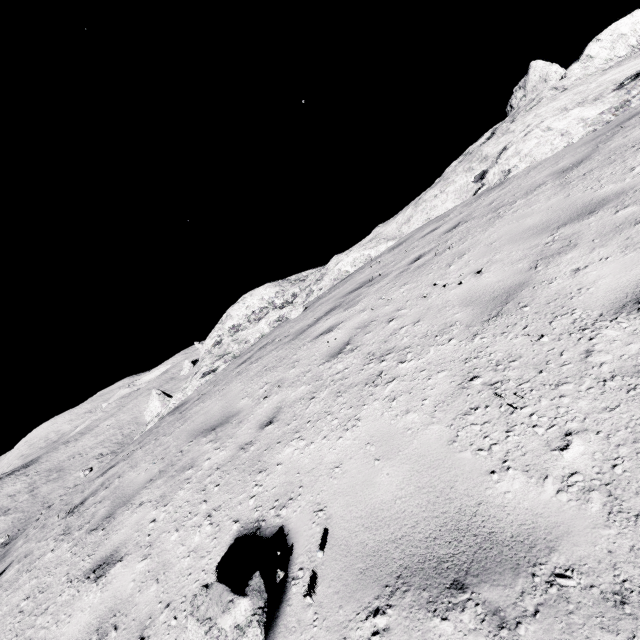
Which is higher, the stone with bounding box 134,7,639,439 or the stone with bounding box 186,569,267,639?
the stone with bounding box 134,7,639,439

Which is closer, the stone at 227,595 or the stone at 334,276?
the stone at 227,595

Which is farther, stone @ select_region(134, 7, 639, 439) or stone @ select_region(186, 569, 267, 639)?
stone @ select_region(134, 7, 639, 439)

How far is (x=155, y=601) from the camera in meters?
2.7

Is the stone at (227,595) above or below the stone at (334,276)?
below
